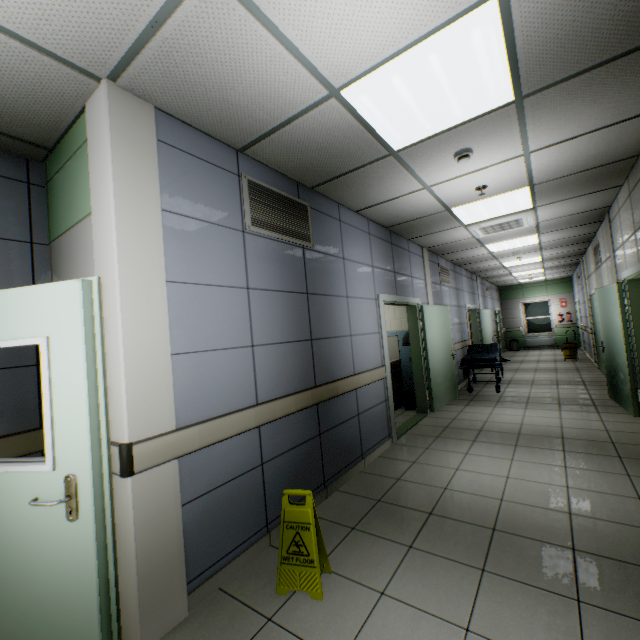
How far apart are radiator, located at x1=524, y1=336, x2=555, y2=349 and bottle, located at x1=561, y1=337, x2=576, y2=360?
4.09m

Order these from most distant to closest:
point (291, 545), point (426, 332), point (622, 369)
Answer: point (426, 332) < point (622, 369) < point (291, 545)

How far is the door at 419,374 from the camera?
4.7 meters

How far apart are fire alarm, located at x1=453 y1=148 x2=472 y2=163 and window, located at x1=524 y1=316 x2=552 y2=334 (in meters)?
15.66

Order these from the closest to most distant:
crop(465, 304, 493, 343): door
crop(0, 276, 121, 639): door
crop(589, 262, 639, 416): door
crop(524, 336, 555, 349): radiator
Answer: crop(0, 276, 121, 639): door
crop(589, 262, 639, 416): door
crop(465, 304, 493, 343): door
crop(524, 336, 555, 349): radiator

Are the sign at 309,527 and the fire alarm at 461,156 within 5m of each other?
yes

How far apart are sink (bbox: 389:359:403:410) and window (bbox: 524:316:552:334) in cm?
1247

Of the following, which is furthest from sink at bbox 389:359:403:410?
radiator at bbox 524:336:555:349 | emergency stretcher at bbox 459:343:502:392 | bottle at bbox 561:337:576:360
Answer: radiator at bbox 524:336:555:349
